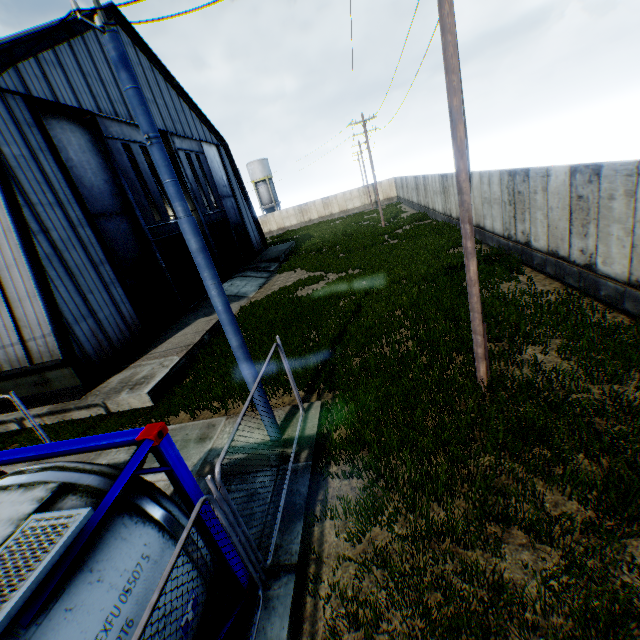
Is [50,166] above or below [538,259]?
above

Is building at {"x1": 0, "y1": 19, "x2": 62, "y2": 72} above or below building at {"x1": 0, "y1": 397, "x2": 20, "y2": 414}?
above

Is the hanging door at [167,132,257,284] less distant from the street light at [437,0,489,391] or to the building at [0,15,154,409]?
the building at [0,15,154,409]

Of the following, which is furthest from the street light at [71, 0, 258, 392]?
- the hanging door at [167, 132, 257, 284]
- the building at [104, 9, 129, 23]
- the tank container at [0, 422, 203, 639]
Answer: the hanging door at [167, 132, 257, 284]

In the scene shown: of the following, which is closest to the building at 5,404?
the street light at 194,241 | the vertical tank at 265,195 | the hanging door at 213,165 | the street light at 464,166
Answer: the hanging door at 213,165

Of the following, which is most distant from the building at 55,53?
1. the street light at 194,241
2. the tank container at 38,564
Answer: the street light at 194,241

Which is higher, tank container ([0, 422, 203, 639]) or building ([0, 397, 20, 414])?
tank container ([0, 422, 203, 639])

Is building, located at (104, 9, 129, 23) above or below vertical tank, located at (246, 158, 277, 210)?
above
